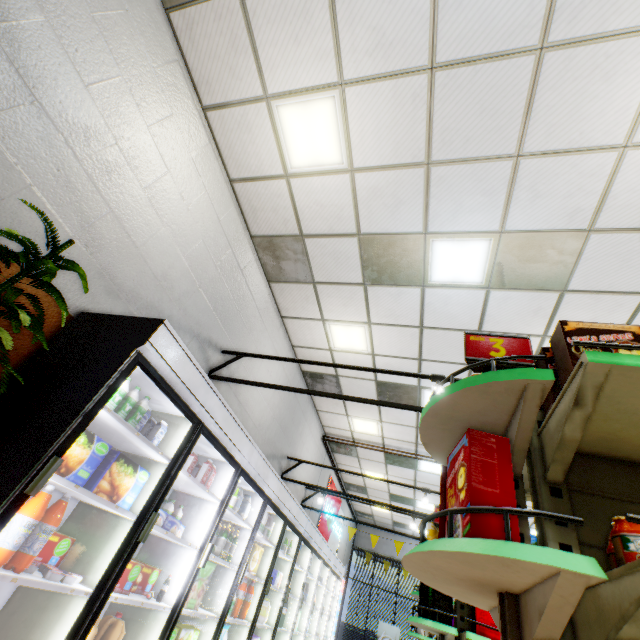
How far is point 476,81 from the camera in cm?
302

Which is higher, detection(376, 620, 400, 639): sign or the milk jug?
the milk jug

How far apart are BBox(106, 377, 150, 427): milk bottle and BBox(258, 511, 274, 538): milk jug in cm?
330

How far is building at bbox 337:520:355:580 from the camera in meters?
12.8 m

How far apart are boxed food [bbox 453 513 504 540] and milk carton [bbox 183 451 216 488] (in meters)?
2.45

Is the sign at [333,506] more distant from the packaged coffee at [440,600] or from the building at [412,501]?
the packaged coffee at [440,600]

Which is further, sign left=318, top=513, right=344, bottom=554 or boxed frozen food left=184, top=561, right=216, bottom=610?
sign left=318, top=513, right=344, bottom=554

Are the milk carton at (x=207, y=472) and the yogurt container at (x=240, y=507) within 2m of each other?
yes
